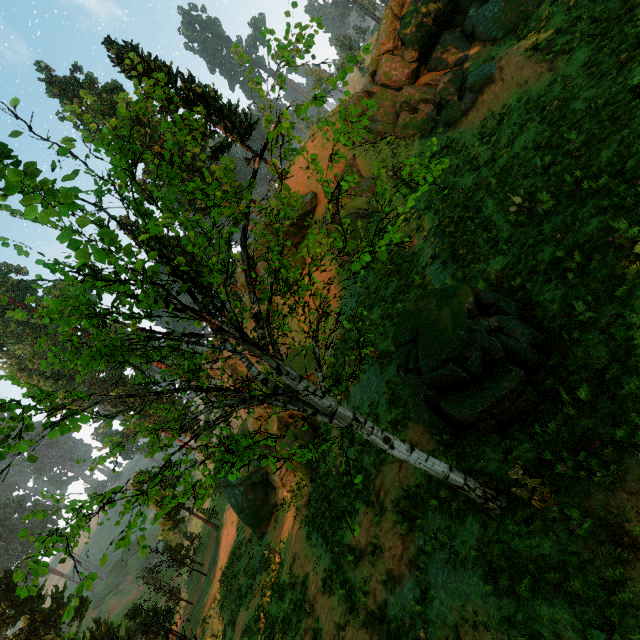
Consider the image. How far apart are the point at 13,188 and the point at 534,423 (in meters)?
8.57

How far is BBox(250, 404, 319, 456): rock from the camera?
18.4m

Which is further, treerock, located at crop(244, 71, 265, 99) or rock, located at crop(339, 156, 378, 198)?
rock, located at crop(339, 156, 378, 198)

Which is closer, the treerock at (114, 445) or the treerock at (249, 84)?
the treerock at (249, 84)

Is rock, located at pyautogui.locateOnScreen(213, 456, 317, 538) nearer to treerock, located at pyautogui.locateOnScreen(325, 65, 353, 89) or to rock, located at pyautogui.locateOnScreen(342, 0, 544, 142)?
treerock, located at pyautogui.locateOnScreen(325, 65, 353, 89)

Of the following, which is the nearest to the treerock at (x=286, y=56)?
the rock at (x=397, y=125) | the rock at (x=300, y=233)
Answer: the rock at (x=300, y=233)

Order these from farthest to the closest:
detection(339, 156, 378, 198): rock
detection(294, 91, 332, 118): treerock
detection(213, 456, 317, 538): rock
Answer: detection(213, 456, 317, 538): rock, detection(339, 156, 378, 198): rock, detection(294, 91, 332, 118): treerock

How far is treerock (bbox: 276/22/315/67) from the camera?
3.6m
